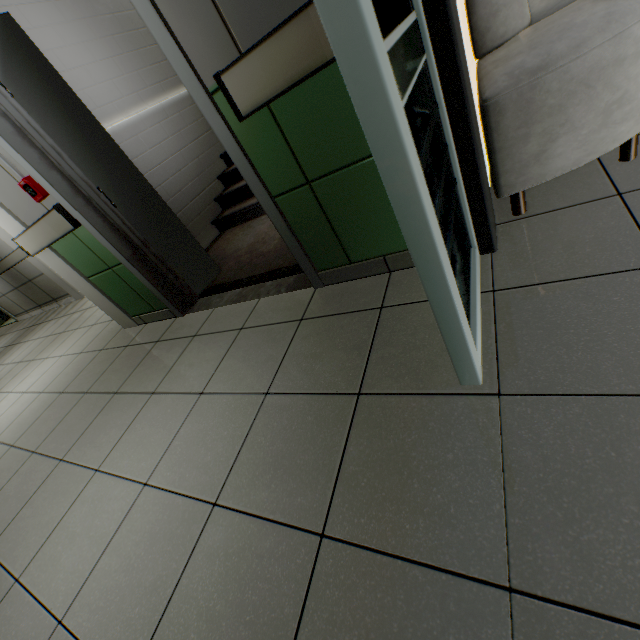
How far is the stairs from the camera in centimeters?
263cm

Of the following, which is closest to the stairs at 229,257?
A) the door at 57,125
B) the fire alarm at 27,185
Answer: the door at 57,125

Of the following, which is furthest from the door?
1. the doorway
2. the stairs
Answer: the doorway

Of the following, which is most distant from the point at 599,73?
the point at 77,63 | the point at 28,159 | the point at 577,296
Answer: the point at 77,63

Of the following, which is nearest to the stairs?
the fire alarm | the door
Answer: the door

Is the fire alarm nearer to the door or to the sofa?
the door

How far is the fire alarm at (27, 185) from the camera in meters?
2.1 m

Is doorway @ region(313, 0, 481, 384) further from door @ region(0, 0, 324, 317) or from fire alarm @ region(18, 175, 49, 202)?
fire alarm @ region(18, 175, 49, 202)
